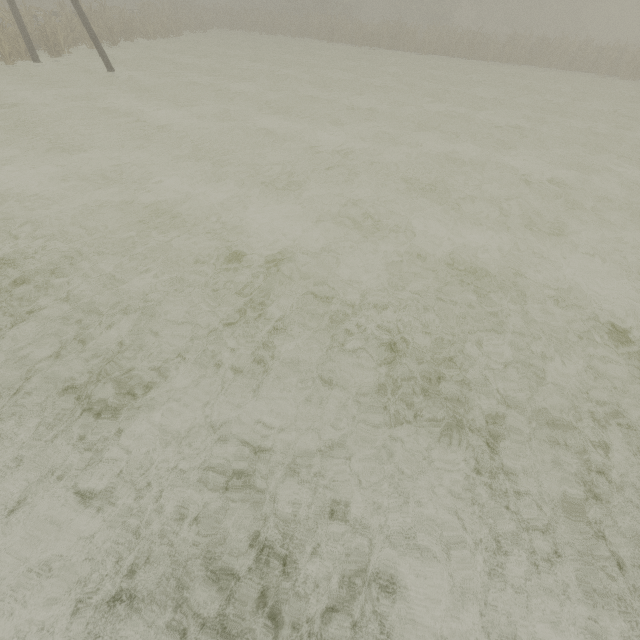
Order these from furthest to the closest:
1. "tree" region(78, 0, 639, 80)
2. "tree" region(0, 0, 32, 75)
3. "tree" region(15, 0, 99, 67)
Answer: "tree" region(78, 0, 639, 80), "tree" region(15, 0, 99, 67), "tree" region(0, 0, 32, 75)

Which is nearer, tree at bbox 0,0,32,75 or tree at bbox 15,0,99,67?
tree at bbox 0,0,32,75

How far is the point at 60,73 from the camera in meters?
15.0 m

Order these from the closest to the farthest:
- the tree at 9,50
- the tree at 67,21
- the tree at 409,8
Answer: the tree at 9,50
the tree at 67,21
the tree at 409,8

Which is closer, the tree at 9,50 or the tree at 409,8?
the tree at 9,50
